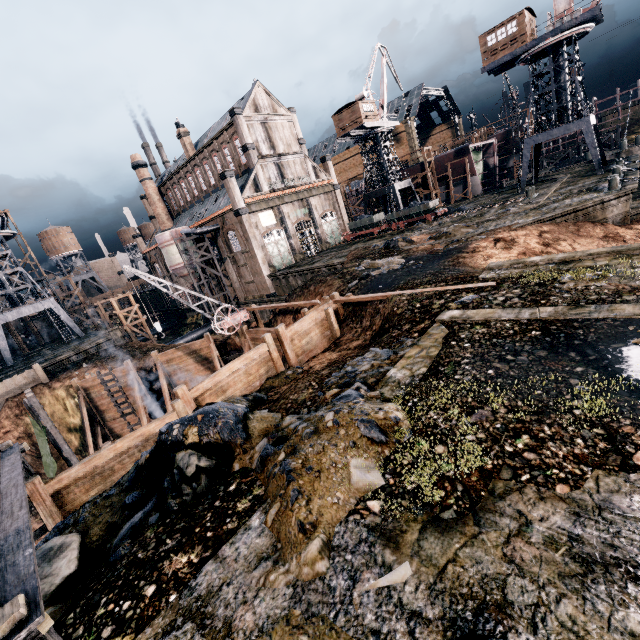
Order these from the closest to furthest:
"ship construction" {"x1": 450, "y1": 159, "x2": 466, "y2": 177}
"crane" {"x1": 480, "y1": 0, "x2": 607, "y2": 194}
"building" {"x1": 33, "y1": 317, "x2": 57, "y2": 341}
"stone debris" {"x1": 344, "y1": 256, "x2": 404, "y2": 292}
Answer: "stone debris" {"x1": 344, "y1": 256, "x2": 404, "y2": 292} < "crane" {"x1": 480, "y1": 0, "x2": 607, "y2": 194} < "ship construction" {"x1": 450, "y1": 159, "x2": 466, "y2": 177} < "building" {"x1": 33, "y1": 317, "x2": 57, "y2": 341}

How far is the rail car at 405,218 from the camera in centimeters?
3959cm

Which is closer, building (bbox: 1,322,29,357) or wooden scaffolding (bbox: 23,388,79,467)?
wooden scaffolding (bbox: 23,388,79,467)

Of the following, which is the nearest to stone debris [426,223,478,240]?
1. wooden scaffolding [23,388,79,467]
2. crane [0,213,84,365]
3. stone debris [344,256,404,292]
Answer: stone debris [344,256,404,292]

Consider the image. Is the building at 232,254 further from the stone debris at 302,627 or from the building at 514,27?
the stone debris at 302,627

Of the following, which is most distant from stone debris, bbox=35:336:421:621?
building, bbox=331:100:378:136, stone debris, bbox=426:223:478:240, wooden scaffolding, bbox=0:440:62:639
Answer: building, bbox=331:100:378:136

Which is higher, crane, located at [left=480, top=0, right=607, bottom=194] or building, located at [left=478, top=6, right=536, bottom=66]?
building, located at [left=478, top=6, right=536, bottom=66]

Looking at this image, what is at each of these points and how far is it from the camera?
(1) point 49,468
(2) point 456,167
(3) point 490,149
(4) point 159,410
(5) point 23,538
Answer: (1) cloth, 25.4m
(2) ship construction, 52.7m
(3) ship construction, 59.4m
(4) pipe, 28.3m
(5) wooden scaffolding, 5.8m
